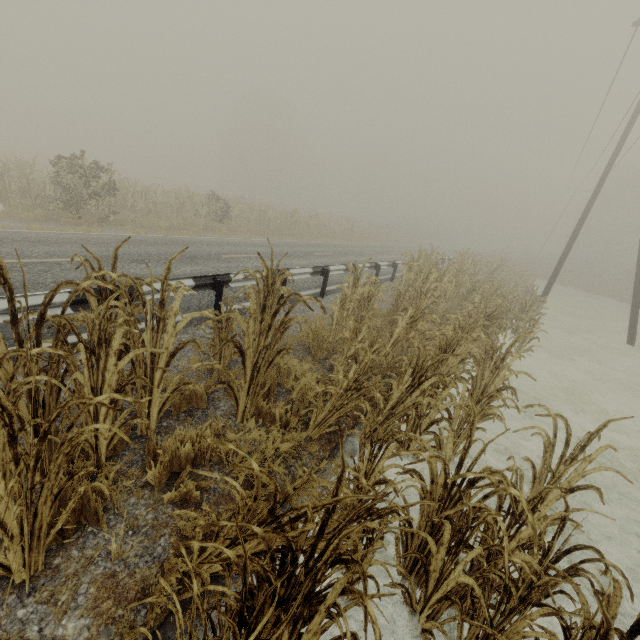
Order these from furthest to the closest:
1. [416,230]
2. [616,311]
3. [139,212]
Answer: [416,230]
[616,311]
[139,212]

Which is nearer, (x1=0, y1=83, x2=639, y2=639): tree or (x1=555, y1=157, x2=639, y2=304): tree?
(x1=0, y1=83, x2=639, y2=639): tree

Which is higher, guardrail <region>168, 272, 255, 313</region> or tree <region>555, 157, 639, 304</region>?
tree <region>555, 157, 639, 304</region>

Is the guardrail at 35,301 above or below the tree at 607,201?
below

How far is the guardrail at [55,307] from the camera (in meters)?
4.06

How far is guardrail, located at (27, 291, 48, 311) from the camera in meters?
Result: 3.8 m

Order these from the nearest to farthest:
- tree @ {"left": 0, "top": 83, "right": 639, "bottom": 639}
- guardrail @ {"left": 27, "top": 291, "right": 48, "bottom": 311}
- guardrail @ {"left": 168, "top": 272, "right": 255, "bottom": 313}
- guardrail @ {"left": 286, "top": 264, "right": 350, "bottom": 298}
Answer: tree @ {"left": 0, "top": 83, "right": 639, "bottom": 639} → guardrail @ {"left": 27, "top": 291, "right": 48, "bottom": 311} → guardrail @ {"left": 168, "top": 272, "right": 255, "bottom": 313} → guardrail @ {"left": 286, "top": 264, "right": 350, "bottom": 298}
